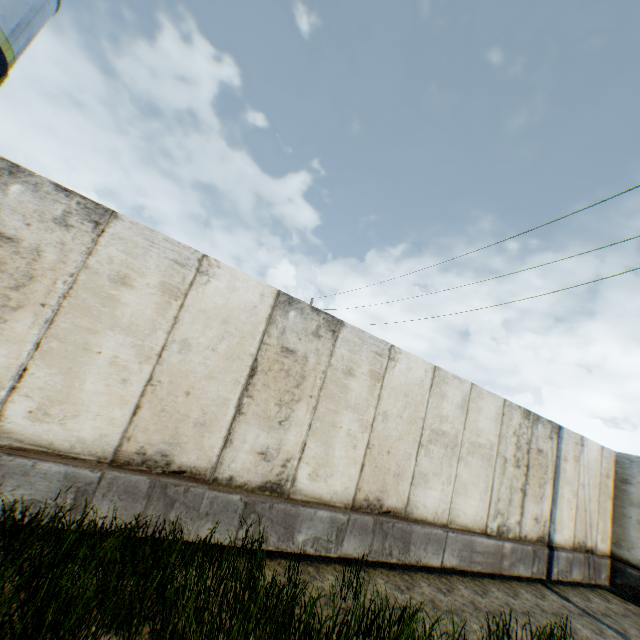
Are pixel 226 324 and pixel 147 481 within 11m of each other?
yes
